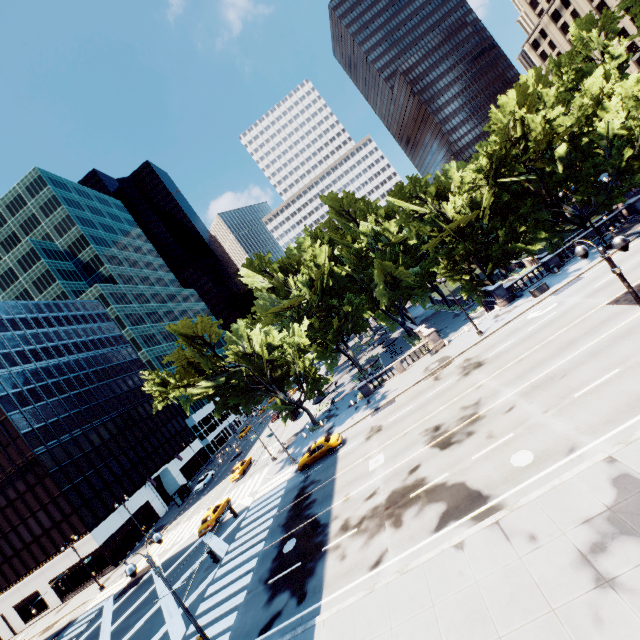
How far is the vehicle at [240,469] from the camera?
43.91m

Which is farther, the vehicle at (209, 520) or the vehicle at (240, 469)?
the vehicle at (240, 469)

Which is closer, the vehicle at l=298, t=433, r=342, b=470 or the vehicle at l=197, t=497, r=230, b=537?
the vehicle at l=298, t=433, r=342, b=470

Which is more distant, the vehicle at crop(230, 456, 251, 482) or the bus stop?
the bus stop

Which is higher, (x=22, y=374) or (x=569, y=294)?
(x=22, y=374)

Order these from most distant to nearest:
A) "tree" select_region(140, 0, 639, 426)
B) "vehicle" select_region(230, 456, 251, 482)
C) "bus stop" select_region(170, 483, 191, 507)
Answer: "bus stop" select_region(170, 483, 191, 507) < "vehicle" select_region(230, 456, 251, 482) < "tree" select_region(140, 0, 639, 426)

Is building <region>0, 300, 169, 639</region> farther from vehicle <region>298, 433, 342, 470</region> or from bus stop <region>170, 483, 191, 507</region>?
vehicle <region>298, 433, 342, 470</region>

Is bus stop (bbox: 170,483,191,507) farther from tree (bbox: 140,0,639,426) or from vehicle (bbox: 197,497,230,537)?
vehicle (bbox: 197,497,230,537)
